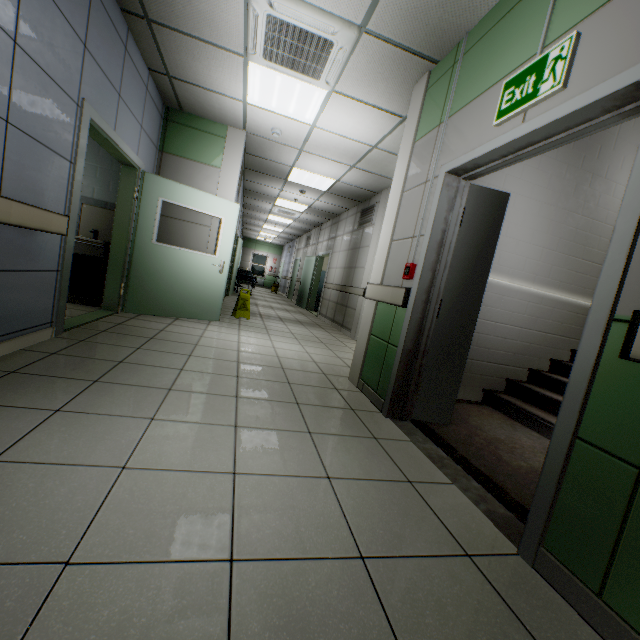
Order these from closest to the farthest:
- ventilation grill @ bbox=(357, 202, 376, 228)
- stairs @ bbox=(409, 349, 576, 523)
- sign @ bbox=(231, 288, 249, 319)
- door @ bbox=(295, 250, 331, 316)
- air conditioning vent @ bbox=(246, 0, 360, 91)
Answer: stairs @ bbox=(409, 349, 576, 523)
air conditioning vent @ bbox=(246, 0, 360, 91)
sign @ bbox=(231, 288, 249, 319)
ventilation grill @ bbox=(357, 202, 376, 228)
door @ bbox=(295, 250, 331, 316)

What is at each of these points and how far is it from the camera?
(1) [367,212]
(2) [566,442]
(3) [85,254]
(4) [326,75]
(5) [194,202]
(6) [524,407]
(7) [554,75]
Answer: (1) ventilation grill, 7.7 meters
(2) door, 1.3 meters
(3) sink, 4.6 meters
(4) air conditioning vent, 3.5 meters
(5) door, 4.9 meters
(6) stairs, 3.5 meters
(7) exit sign, 1.7 meters

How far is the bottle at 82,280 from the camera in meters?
4.7

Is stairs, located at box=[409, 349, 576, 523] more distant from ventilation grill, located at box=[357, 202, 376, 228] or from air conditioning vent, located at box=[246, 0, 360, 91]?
ventilation grill, located at box=[357, 202, 376, 228]

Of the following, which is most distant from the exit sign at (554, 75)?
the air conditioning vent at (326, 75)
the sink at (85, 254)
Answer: the sink at (85, 254)

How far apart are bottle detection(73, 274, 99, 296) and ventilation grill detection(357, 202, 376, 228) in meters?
5.4 m

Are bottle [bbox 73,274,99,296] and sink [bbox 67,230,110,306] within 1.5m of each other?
yes

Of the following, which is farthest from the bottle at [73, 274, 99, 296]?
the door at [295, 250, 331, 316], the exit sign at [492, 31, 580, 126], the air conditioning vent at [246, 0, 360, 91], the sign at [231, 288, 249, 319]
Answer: the door at [295, 250, 331, 316]
